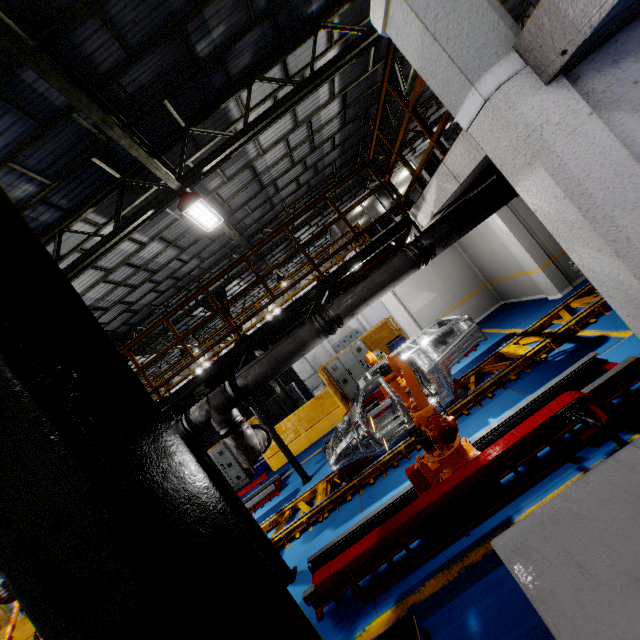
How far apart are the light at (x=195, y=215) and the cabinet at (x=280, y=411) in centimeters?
1233cm

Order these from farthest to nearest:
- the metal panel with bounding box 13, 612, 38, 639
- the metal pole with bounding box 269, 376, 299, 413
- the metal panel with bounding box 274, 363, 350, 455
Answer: the metal pole with bounding box 269, 376, 299, 413
the metal panel with bounding box 13, 612, 38, 639
the metal panel with bounding box 274, 363, 350, 455

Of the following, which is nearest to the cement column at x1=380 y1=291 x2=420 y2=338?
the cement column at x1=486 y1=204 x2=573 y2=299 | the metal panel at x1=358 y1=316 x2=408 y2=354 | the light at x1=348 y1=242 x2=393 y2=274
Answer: the metal panel at x1=358 y1=316 x2=408 y2=354

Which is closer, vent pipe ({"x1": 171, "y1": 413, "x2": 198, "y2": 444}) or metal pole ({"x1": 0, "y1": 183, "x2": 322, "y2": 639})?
metal pole ({"x1": 0, "y1": 183, "x2": 322, "y2": 639})

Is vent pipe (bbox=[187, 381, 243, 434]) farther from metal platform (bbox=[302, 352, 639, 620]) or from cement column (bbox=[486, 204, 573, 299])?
cement column (bbox=[486, 204, 573, 299])

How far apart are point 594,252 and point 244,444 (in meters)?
5.40

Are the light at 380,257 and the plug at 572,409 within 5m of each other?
A: yes

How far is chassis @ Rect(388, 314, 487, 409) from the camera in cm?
703
